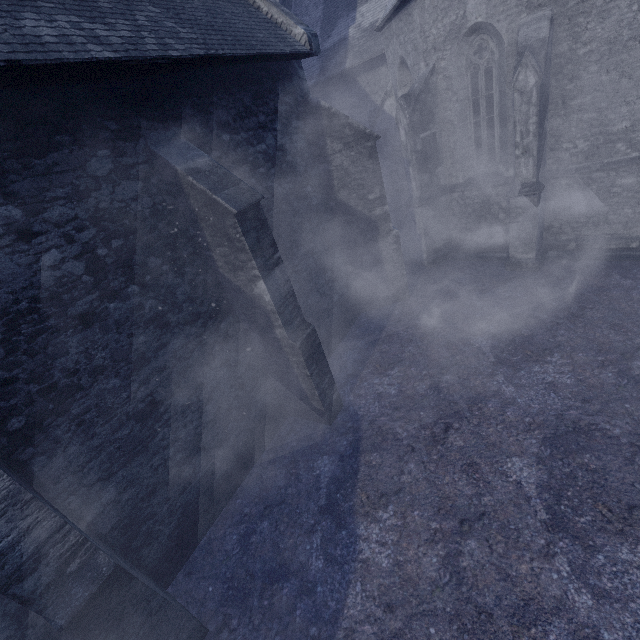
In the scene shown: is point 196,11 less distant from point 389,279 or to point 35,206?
point 35,206
